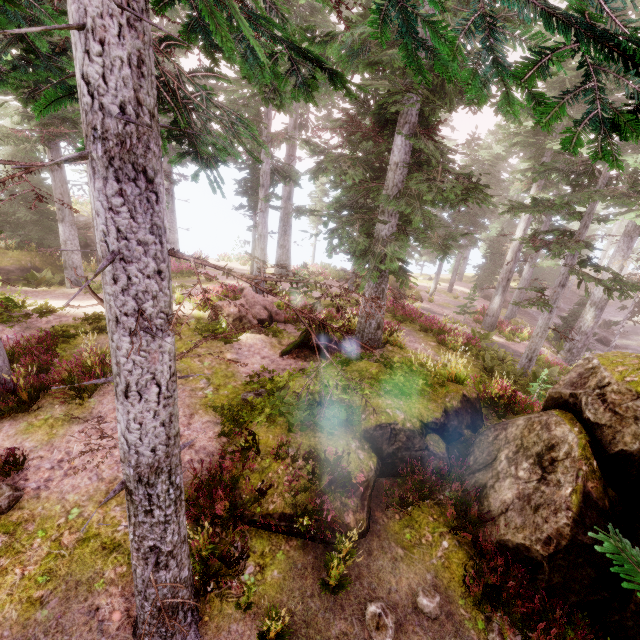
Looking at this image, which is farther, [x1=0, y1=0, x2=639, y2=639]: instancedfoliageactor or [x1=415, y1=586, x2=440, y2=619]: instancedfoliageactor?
[x1=415, y1=586, x2=440, y2=619]: instancedfoliageactor

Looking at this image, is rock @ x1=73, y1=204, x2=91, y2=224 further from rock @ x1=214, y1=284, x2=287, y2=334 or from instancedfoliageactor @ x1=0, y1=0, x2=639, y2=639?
rock @ x1=214, y1=284, x2=287, y2=334

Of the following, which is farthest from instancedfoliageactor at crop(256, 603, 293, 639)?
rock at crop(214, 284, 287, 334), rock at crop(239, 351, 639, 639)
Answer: rock at crop(214, 284, 287, 334)

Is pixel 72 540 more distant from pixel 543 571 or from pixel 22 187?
pixel 22 187

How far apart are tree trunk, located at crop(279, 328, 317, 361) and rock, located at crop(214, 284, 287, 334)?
1.6 meters

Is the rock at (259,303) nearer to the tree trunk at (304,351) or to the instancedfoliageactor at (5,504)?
the instancedfoliageactor at (5,504)

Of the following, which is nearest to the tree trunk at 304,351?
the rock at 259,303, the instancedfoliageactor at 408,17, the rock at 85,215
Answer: the instancedfoliageactor at 408,17

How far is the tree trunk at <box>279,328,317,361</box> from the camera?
12.2m
